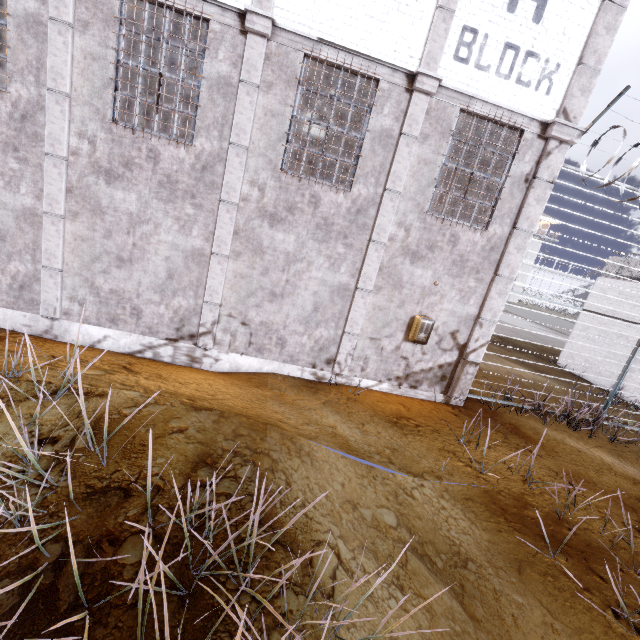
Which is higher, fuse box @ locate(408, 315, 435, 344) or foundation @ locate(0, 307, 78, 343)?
fuse box @ locate(408, 315, 435, 344)

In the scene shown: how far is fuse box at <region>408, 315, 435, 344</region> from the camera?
6.9 meters

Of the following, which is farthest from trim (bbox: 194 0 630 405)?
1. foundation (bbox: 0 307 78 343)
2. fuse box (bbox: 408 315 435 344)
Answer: fuse box (bbox: 408 315 435 344)

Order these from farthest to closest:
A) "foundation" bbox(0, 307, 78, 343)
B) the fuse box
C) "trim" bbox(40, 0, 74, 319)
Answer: the fuse box, "foundation" bbox(0, 307, 78, 343), "trim" bbox(40, 0, 74, 319)

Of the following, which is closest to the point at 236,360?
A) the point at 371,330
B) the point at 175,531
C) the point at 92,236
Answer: the point at 371,330

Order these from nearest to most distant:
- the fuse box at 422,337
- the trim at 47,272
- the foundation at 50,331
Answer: the trim at 47,272, the foundation at 50,331, the fuse box at 422,337

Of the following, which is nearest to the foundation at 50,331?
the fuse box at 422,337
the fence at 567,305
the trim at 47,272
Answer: the trim at 47,272

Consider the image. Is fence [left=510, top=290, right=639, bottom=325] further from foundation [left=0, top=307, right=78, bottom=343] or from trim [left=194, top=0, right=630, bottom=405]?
foundation [left=0, top=307, right=78, bottom=343]
